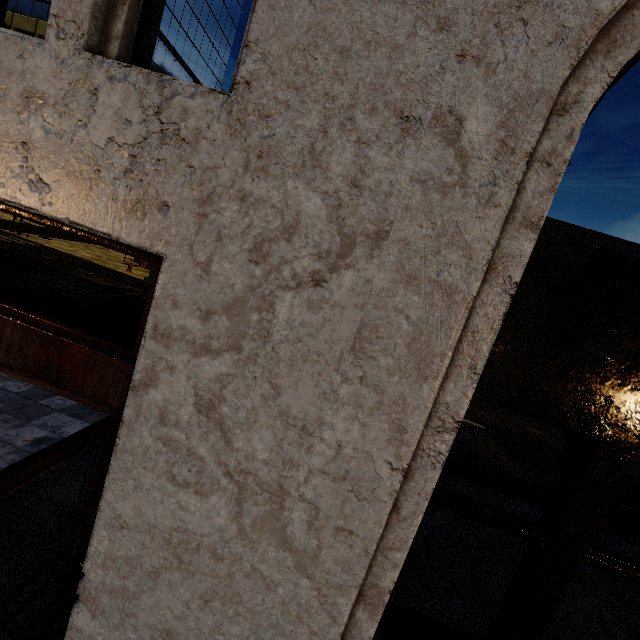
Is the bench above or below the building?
below

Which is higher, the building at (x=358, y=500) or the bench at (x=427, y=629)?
the building at (x=358, y=500)

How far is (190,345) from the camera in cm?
181

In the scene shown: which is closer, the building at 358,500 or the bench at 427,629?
the building at 358,500

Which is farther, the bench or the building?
the bench
